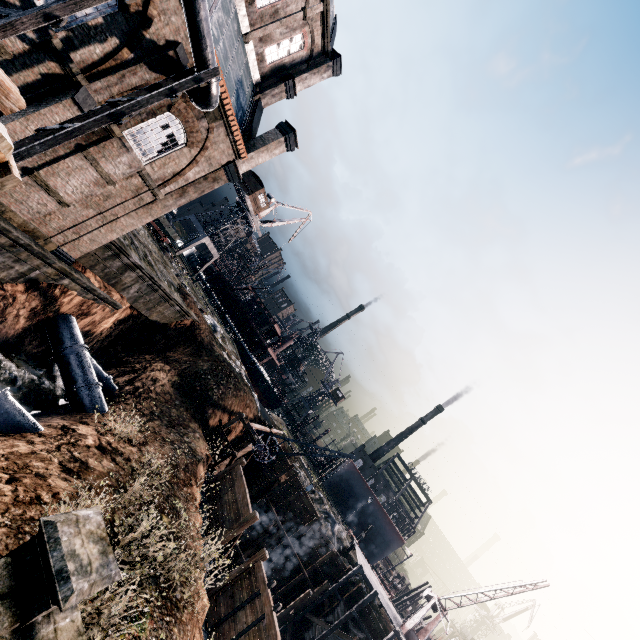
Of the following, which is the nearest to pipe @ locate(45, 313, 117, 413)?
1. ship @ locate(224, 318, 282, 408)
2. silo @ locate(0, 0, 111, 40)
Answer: silo @ locate(0, 0, 111, 40)

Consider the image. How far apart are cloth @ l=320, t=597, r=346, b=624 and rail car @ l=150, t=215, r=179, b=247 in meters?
42.0

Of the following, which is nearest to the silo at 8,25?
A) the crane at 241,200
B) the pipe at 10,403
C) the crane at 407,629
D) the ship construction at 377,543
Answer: the pipe at 10,403

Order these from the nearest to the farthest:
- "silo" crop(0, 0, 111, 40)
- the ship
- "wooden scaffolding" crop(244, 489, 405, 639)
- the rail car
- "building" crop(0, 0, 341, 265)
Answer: "silo" crop(0, 0, 111, 40)
"building" crop(0, 0, 341, 265)
"wooden scaffolding" crop(244, 489, 405, 639)
the rail car
the ship

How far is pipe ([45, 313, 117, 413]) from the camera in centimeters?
1833cm

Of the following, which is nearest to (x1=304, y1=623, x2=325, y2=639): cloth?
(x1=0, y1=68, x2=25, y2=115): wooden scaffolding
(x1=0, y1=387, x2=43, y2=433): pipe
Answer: (x1=0, y1=387, x2=43, y2=433): pipe

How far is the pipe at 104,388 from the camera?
18.3m

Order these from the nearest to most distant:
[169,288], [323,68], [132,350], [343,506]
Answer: [323,68]
[132,350]
[169,288]
[343,506]
